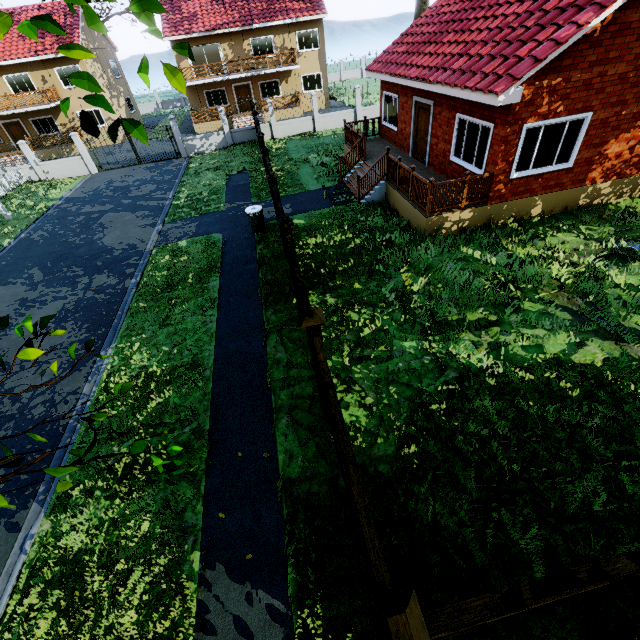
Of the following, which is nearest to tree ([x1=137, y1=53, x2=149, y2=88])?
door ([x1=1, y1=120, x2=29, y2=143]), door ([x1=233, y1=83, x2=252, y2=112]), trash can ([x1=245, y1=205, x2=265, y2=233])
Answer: door ([x1=1, y1=120, x2=29, y2=143])

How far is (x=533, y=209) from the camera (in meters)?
10.31

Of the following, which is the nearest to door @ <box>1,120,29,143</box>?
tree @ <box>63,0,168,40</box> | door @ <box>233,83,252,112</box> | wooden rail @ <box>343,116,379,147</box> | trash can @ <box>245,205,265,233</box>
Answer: tree @ <box>63,0,168,40</box>

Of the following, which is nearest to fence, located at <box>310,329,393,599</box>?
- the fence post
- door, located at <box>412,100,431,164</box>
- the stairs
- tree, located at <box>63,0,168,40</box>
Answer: the fence post

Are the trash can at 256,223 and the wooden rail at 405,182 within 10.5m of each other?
yes

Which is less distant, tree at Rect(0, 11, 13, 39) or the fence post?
tree at Rect(0, 11, 13, 39)

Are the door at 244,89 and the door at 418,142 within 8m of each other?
no
